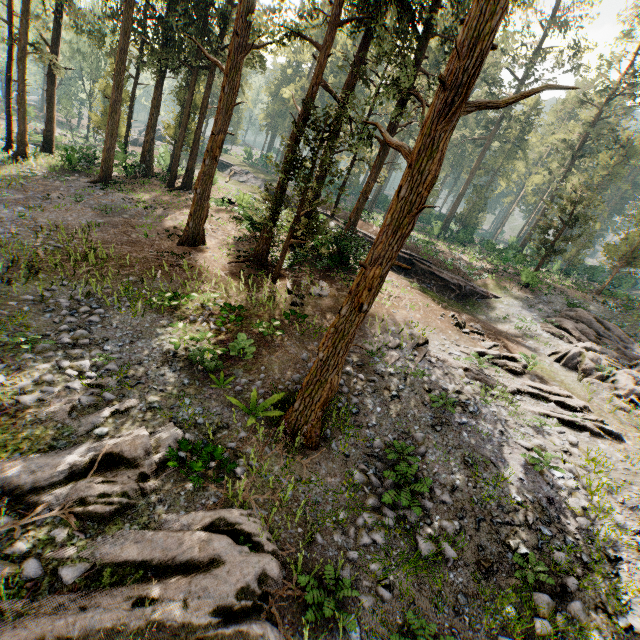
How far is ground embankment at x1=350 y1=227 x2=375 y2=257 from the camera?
19.7m

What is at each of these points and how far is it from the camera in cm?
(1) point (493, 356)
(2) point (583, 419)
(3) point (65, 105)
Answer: (1) foliage, 1490
(2) foliage, 1289
(3) foliage, 4431

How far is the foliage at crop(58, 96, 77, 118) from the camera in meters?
43.9 m

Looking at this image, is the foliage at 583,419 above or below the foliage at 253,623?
above

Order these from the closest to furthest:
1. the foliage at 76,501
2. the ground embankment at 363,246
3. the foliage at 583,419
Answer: the foliage at 76,501 < the foliage at 583,419 < the ground embankment at 363,246

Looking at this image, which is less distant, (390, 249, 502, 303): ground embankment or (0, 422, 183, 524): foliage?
(0, 422, 183, 524): foliage

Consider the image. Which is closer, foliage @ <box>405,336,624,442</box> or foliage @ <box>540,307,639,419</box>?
foliage @ <box>405,336,624,442</box>

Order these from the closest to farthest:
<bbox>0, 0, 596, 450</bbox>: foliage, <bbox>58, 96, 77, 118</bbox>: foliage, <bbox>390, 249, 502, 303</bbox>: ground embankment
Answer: <bbox>0, 0, 596, 450</bbox>: foliage < <bbox>390, 249, 502, 303</bbox>: ground embankment < <bbox>58, 96, 77, 118</bbox>: foliage
